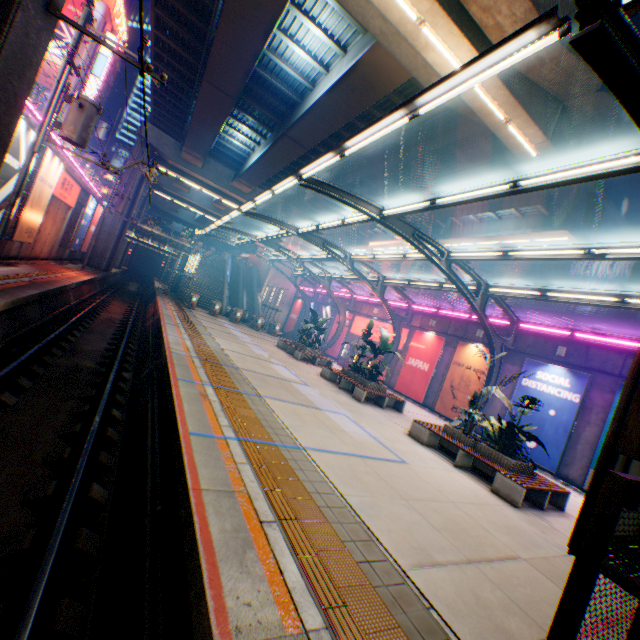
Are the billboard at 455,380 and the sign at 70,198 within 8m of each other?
no

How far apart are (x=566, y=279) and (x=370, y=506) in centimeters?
3962cm

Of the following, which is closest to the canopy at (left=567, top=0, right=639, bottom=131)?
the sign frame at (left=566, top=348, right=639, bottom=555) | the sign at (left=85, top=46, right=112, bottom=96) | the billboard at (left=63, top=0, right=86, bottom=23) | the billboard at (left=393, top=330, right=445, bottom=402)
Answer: the billboard at (left=393, top=330, right=445, bottom=402)

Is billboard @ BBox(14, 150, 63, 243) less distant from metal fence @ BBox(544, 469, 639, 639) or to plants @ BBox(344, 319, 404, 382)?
metal fence @ BBox(544, 469, 639, 639)

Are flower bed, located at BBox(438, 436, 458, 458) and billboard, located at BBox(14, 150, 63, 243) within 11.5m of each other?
no

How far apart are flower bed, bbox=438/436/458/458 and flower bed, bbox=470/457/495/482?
0.2m

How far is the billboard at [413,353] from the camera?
19.9m

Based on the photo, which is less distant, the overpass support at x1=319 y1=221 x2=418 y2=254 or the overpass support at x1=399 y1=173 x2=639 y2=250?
the overpass support at x1=399 y1=173 x2=639 y2=250
